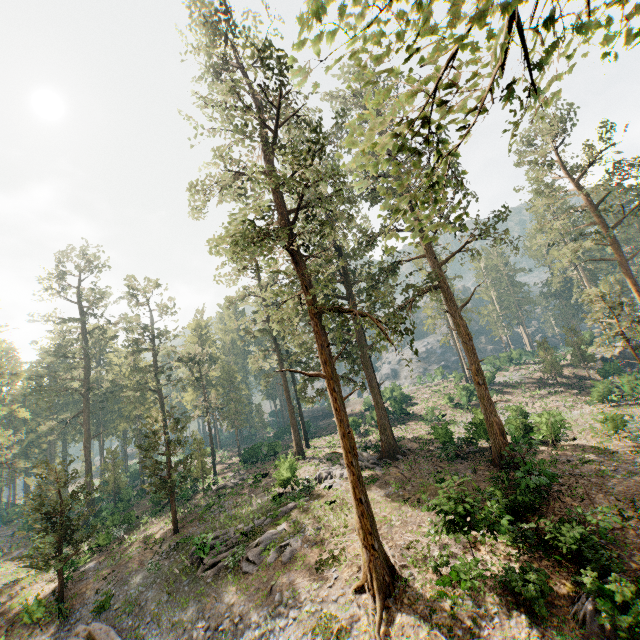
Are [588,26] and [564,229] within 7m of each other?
no

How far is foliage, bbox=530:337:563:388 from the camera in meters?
46.2

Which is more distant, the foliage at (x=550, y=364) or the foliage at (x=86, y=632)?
the foliage at (x=550, y=364)

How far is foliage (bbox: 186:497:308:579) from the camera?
19.14m

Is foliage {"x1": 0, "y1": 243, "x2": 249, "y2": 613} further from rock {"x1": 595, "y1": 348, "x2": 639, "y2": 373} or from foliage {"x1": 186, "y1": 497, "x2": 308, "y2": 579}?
rock {"x1": 595, "y1": 348, "x2": 639, "y2": 373}

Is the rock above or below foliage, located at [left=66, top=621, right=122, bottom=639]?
above

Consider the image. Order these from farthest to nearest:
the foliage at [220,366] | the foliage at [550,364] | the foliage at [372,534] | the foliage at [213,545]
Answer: the foliage at [550,364] → the foliage at [220,366] → the foliage at [213,545] → the foliage at [372,534]
